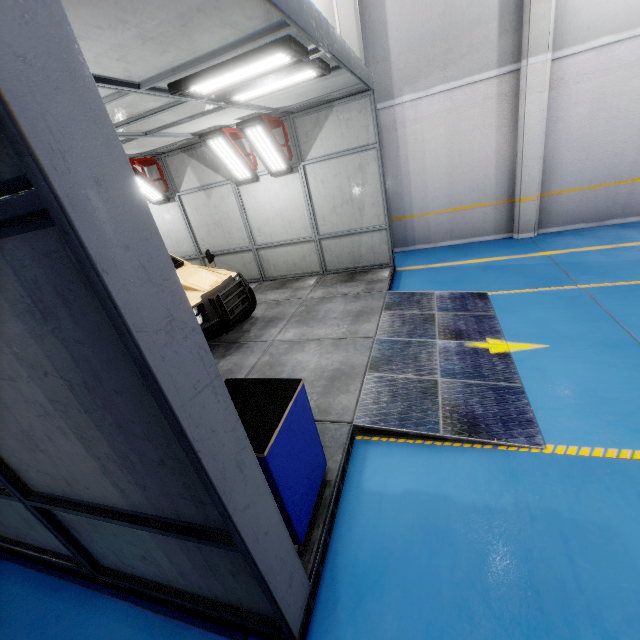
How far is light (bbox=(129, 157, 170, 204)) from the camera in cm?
856

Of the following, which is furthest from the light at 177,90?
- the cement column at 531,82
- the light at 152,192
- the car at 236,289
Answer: the cement column at 531,82

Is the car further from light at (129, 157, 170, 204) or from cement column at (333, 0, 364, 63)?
cement column at (333, 0, 364, 63)

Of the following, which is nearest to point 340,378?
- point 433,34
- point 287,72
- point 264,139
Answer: point 287,72

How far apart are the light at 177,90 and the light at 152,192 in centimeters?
518cm

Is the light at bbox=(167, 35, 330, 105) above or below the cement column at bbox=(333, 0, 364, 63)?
below

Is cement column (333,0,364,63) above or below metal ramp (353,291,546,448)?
above

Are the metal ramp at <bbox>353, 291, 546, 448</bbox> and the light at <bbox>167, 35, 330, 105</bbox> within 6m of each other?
yes
